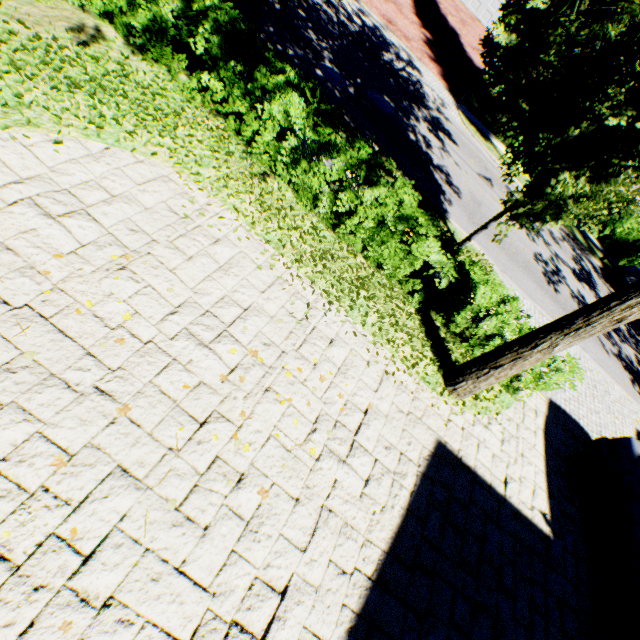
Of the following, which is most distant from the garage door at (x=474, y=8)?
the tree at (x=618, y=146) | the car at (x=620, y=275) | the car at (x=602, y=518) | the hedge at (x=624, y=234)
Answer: the car at (x=602, y=518)

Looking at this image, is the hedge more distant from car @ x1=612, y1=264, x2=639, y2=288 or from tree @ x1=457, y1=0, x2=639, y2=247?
car @ x1=612, y1=264, x2=639, y2=288

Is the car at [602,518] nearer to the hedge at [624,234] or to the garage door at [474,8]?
the hedge at [624,234]

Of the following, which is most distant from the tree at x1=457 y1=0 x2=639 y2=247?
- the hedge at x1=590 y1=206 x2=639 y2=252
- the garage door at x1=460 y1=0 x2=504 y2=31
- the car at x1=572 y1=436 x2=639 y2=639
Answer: the garage door at x1=460 y1=0 x2=504 y2=31

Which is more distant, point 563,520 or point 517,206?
point 517,206

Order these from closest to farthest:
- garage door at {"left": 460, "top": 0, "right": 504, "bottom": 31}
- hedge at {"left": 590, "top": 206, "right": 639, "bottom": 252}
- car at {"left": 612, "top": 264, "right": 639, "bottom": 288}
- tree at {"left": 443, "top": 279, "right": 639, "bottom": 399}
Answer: tree at {"left": 443, "top": 279, "right": 639, "bottom": 399} → car at {"left": 612, "top": 264, "right": 639, "bottom": 288} → hedge at {"left": 590, "top": 206, "right": 639, "bottom": 252} → garage door at {"left": 460, "top": 0, "right": 504, "bottom": 31}

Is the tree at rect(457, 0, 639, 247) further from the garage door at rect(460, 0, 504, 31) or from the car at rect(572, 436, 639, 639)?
the garage door at rect(460, 0, 504, 31)

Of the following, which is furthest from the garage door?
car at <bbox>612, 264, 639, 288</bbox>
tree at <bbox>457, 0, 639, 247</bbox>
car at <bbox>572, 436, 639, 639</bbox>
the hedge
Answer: car at <bbox>572, 436, 639, 639</bbox>
